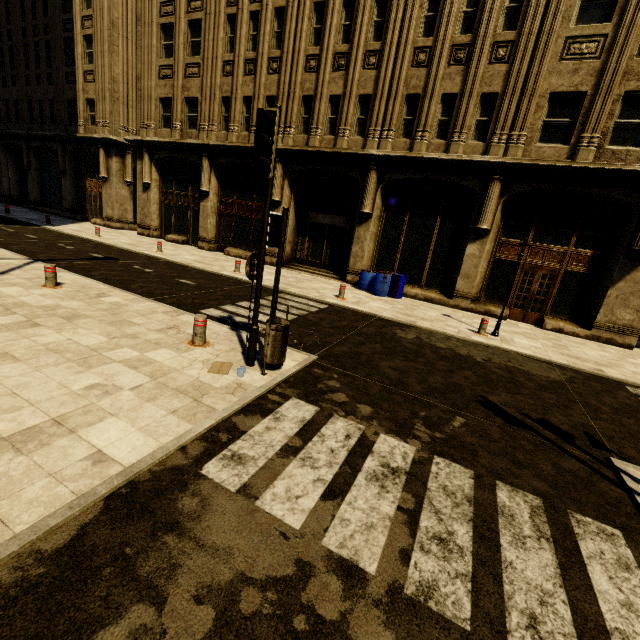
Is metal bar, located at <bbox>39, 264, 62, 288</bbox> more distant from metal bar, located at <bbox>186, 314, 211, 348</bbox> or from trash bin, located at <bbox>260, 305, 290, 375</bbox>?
trash bin, located at <bbox>260, 305, 290, 375</bbox>

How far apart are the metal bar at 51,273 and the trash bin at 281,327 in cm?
633

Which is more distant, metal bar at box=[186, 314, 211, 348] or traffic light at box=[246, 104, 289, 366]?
metal bar at box=[186, 314, 211, 348]

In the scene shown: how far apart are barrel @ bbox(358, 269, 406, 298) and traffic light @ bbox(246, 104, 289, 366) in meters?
9.2 m

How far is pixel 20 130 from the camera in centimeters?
2498cm

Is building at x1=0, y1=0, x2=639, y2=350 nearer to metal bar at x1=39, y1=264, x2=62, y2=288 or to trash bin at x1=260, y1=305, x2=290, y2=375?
metal bar at x1=39, y1=264, x2=62, y2=288

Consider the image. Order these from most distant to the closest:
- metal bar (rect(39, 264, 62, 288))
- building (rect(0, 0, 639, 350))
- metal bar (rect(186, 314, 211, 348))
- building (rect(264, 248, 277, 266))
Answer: building (rect(264, 248, 277, 266)) → building (rect(0, 0, 639, 350)) → metal bar (rect(39, 264, 62, 288)) → metal bar (rect(186, 314, 211, 348))

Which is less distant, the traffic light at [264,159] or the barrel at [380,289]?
the traffic light at [264,159]
